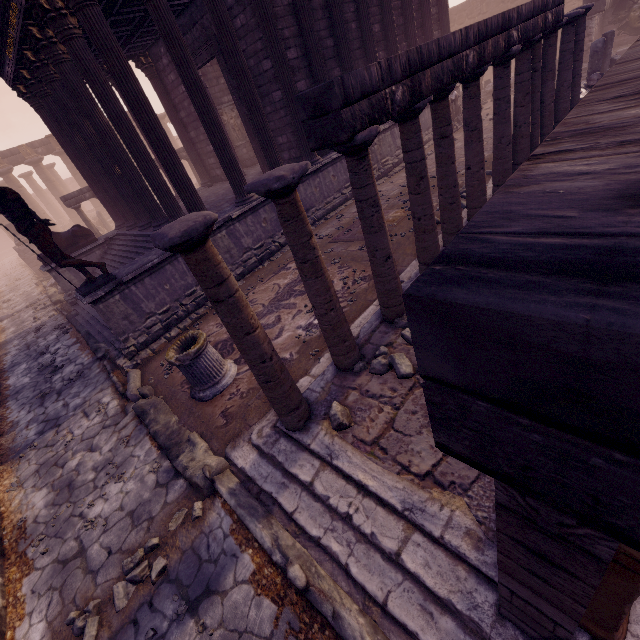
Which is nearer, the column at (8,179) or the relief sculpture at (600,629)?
the relief sculpture at (600,629)

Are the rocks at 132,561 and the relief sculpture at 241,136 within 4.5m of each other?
no

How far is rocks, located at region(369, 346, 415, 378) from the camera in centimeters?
390cm

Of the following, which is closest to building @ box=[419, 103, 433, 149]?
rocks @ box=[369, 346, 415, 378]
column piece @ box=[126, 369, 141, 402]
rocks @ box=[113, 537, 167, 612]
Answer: column piece @ box=[126, 369, 141, 402]

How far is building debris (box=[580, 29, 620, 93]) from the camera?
10.74m

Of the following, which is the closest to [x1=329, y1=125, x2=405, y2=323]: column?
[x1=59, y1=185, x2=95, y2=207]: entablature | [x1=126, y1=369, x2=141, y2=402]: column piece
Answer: [x1=126, y1=369, x2=141, y2=402]: column piece

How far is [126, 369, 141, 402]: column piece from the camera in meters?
6.0

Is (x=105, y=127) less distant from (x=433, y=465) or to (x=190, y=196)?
(x=190, y=196)
